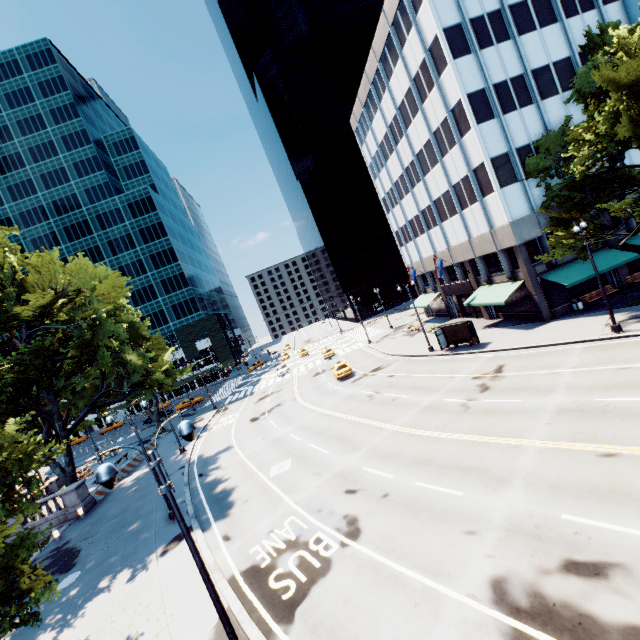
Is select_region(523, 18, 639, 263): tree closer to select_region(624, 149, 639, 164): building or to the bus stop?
select_region(624, 149, 639, 164): building

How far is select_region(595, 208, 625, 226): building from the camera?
27.3 meters

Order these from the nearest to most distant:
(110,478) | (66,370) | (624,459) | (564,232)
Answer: (110,478)
(624,459)
(564,232)
(66,370)

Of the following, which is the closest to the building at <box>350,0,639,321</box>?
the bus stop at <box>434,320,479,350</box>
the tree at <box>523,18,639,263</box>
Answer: the tree at <box>523,18,639,263</box>

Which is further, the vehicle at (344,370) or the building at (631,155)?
the vehicle at (344,370)

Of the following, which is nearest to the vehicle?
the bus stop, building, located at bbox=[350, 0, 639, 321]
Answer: the bus stop

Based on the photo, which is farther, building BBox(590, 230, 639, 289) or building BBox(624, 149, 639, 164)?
building BBox(624, 149, 639, 164)

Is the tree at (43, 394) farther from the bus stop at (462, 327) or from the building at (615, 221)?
the bus stop at (462, 327)
